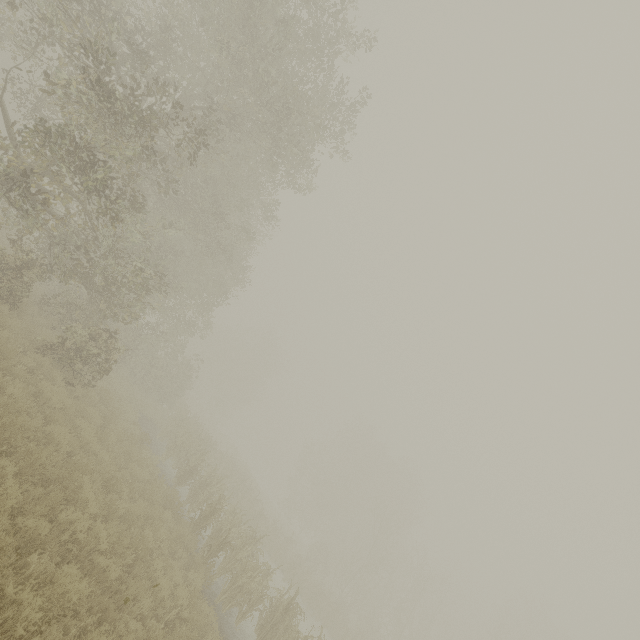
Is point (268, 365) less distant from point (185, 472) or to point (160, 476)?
point (185, 472)
